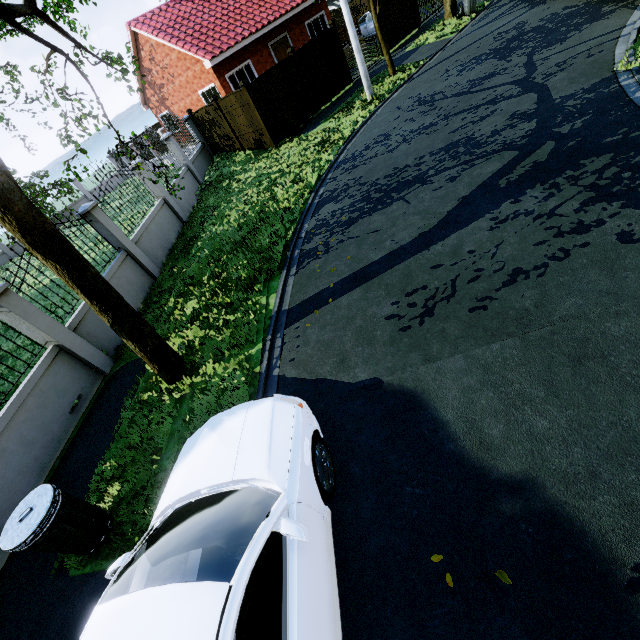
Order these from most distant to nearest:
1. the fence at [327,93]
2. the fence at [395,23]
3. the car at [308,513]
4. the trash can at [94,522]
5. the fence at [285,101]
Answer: the fence at [395,23] < the fence at [327,93] < the fence at [285,101] < the trash can at [94,522] < the car at [308,513]

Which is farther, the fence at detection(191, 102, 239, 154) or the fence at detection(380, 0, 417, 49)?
the fence at detection(380, 0, 417, 49)

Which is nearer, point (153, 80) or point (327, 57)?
point (327, 57)

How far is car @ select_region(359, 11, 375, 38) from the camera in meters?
22.1

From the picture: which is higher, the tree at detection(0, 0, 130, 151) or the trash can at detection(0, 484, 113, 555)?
the tree at detection(0, 0, 130, 151)

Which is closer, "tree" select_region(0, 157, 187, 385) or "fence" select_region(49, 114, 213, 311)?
"tree" select_region(0, 157, 187, 385)

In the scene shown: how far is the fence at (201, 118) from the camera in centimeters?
1521cm

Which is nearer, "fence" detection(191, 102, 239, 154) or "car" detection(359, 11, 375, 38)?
"fence" detection(191, 102, 239, 154)
